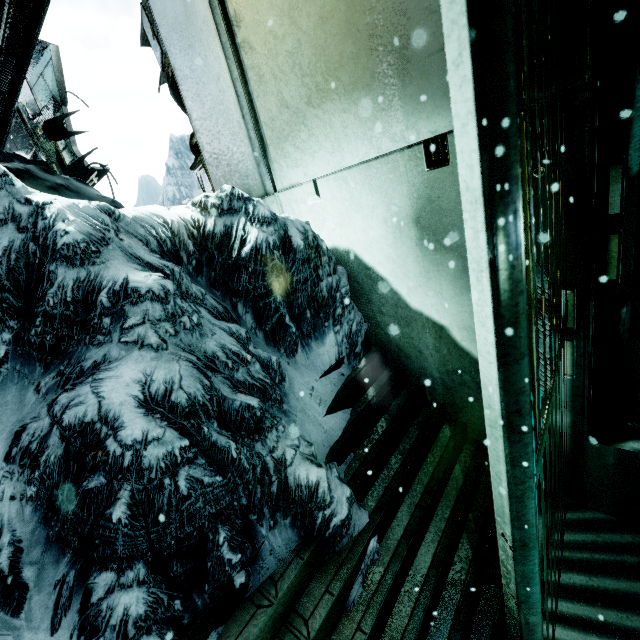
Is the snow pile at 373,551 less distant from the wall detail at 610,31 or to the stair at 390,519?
the stair at 390,519

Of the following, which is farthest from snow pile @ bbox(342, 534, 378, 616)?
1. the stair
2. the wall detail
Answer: the wall detail

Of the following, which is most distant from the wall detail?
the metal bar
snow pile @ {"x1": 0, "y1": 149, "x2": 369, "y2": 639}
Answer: snow pile @ {"x1": 0, "y1": 149, "x2": 369, "y2": 639}

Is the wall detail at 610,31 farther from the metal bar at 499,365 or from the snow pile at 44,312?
the snow pile at 44,312

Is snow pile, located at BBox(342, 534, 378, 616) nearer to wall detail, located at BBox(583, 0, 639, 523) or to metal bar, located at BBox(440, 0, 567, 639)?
metal bar, located at BBox(440, 0, 567, 639)

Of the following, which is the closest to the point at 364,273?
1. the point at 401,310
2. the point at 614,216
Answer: the point at 401,310

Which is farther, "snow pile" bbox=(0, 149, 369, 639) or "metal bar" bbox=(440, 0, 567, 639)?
"snow pile" bbox=(0, 149, 369, 639)
